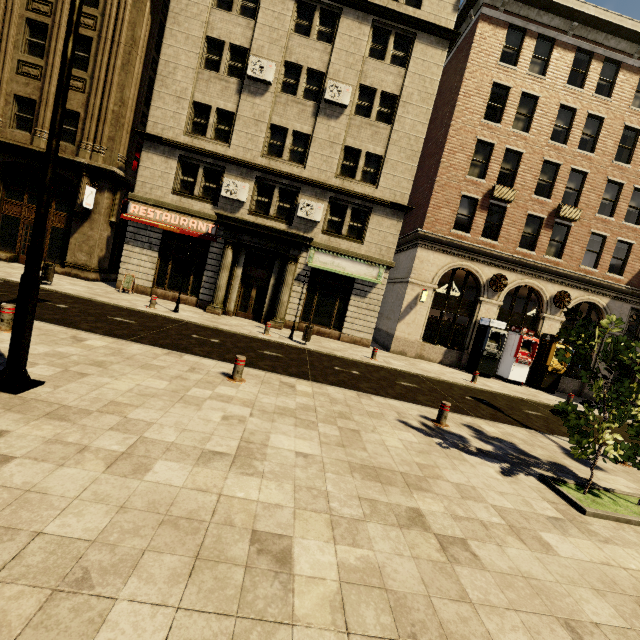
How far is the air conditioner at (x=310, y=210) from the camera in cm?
1675

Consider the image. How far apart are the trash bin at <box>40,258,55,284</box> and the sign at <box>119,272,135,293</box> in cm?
292

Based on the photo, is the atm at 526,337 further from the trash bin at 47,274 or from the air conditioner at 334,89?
the trash bin at 47,274

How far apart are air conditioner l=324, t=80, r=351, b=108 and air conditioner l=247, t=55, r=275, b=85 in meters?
2.7 m

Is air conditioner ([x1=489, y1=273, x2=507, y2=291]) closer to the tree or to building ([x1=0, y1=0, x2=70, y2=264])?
building ([x1=0, y1=0, x2=70, y2=264])

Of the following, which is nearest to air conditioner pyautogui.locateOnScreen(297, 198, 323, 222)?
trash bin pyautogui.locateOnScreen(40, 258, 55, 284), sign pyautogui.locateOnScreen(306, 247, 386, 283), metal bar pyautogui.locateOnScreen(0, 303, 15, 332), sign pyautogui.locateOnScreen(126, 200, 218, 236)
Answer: sign pyautogui.locateOnScreen(306, 247, 386, 283)

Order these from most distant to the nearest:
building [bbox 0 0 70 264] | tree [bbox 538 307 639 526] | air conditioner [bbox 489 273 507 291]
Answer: air conditioner [bbox 489 273 507 291]
building [bbox 0 0 70 264]
tree [bbox 538 307 639 526]

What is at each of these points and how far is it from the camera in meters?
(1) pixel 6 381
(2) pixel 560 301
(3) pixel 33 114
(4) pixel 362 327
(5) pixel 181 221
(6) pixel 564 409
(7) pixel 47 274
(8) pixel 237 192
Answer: (1) street light, 4.5 m
(2) air conditioner, 18.5 m
(3) building, 16.2 m
(4) building, 18.0 m
(5) sign, 16.5 m
(6) tree, 6.0 m
(7) trash bin, 12.9 m
(8) air conditioner, 16.5 m
